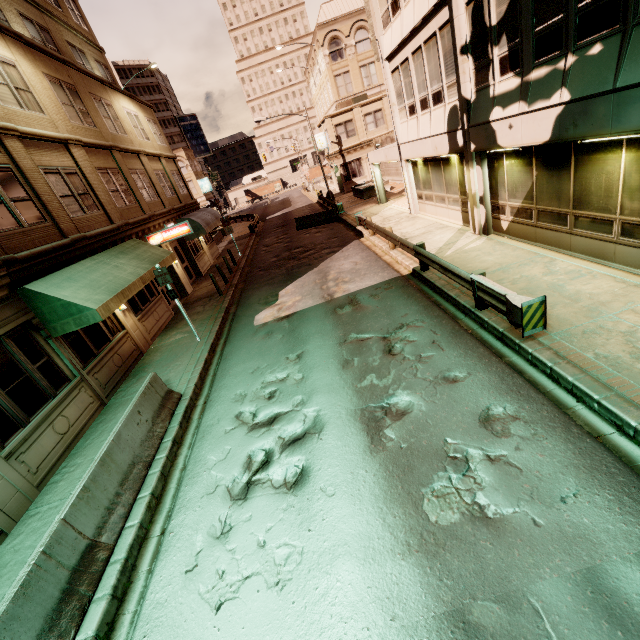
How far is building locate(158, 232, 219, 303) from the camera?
18.53m

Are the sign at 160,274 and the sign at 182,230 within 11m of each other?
yes

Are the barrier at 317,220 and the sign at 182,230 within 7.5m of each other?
no

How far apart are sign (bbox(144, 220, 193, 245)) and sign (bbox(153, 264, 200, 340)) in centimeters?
589cm

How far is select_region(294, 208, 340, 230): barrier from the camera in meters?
25.2 m

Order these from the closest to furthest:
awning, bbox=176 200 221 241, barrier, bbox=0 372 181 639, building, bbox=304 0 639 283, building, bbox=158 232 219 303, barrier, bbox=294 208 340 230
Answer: barrier, bbox=0 372 181 639, building, bbox=304 0 639 283, building, bbox=158 232 219 303, awning, bbox=176 200 221 241, barrier, bbox=294 208 340 230

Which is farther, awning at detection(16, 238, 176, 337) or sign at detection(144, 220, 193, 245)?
sign at detection(144, 220, 193, 245)

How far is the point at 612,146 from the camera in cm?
682
